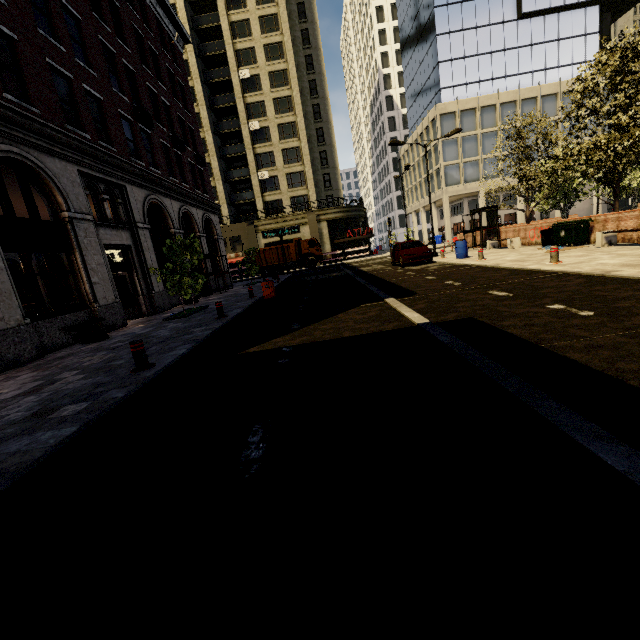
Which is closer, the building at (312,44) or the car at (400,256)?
the building at (312,44)

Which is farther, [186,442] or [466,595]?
[186,442]

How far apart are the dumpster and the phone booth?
6.03m

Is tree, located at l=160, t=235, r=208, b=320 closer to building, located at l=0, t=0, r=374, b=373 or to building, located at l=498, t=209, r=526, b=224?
building, located at l=0, t=0, r=374, b=373

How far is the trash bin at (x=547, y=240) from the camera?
15.8m

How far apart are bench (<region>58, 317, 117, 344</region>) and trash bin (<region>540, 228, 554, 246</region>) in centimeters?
1966cm

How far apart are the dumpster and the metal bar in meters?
16.9

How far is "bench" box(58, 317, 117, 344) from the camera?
9.7m
